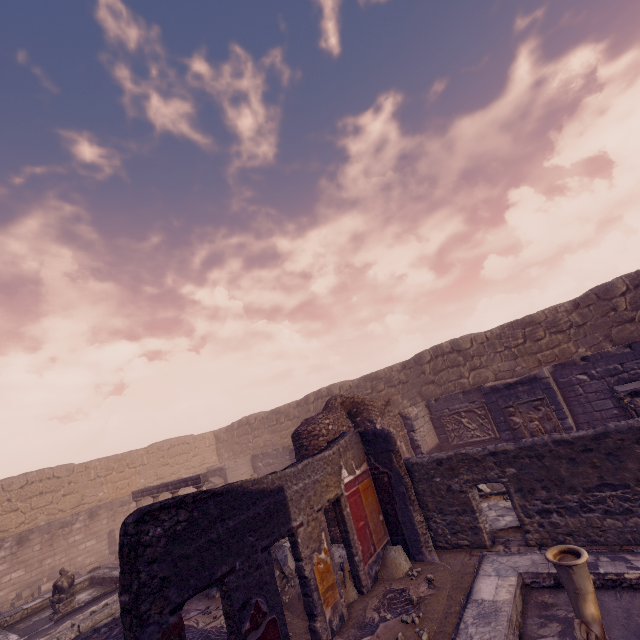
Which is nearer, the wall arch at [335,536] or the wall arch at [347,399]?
the wall arch at [335,536]

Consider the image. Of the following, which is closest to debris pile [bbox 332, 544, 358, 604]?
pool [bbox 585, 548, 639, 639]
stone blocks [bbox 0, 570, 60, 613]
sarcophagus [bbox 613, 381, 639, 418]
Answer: pool [bbox 585, 548, 639, 639]

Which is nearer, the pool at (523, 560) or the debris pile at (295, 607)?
the pool at (523, 560)

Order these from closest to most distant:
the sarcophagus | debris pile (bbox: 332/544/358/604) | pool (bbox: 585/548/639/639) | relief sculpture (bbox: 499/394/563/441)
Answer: pool (bbox: 585/548/639/639) < debris pile (bbox: 332/544/358/604) < the sarcophagus < relief sculpture (bbox: 499/394/563/441)

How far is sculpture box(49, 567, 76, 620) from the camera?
9.9m

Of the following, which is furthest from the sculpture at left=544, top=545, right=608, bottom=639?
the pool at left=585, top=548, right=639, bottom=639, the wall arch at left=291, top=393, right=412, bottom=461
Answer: the wall arch at left=291, top=393, right=412, bottom=461

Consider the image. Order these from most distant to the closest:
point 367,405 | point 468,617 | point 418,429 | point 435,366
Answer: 1. point 435,366
2. point 418,429
3. point 367,405
4. point 468,617

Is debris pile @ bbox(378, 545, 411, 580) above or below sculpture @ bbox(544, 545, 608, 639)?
below
